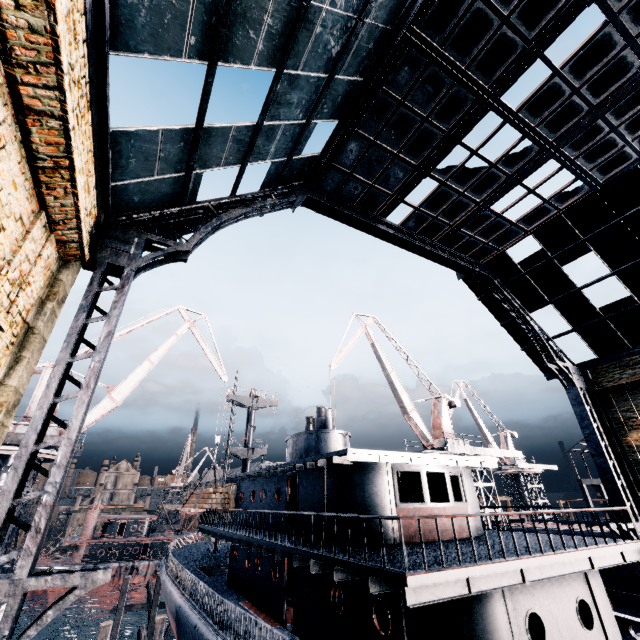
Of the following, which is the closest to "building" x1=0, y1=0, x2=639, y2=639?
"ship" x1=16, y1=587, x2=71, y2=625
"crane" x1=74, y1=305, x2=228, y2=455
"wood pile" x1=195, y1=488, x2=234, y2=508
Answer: "ship" x1=16, y1=587, x2=71, y2=625

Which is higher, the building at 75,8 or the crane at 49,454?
the building at 75,8

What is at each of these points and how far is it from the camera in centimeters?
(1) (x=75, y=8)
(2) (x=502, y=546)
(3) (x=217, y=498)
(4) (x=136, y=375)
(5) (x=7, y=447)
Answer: (1) building, 514cm
(2) ship, 824cm
(3) wood pile, 2298cm
(4) crane, 2666cm
(5) crane, 1894cm

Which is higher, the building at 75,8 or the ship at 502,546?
the building at 75,8

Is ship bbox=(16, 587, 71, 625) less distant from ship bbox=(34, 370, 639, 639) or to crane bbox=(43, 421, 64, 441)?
ship bbox=(34, 370, 639, 639)

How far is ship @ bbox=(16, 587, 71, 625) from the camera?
53.41m

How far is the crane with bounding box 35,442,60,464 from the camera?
20.45m

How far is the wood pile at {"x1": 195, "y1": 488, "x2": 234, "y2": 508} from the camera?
22.8m
